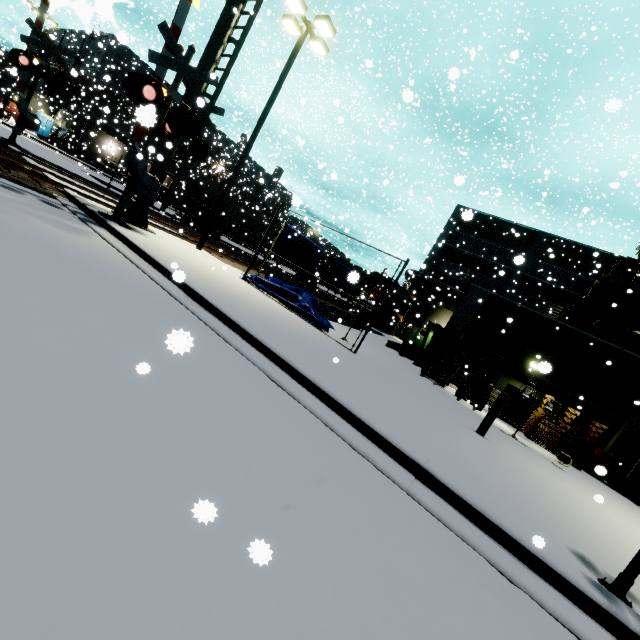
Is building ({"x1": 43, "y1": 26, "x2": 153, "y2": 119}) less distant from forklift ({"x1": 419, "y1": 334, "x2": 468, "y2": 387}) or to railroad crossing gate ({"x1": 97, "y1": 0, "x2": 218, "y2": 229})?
forklift ({"x1": 419, "y1": 334, "x2": 468, "y2": 387})

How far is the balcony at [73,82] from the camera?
35.7 meters

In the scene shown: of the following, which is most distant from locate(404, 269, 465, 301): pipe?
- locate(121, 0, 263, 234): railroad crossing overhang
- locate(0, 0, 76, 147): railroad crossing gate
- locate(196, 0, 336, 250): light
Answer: locate(0, 0, 76, 147): railroad crossing gate

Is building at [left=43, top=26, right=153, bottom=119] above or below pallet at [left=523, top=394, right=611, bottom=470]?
above

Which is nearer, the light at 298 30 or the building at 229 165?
the light at 298 30

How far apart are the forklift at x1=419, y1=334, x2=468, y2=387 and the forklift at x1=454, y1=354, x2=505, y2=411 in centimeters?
52cm

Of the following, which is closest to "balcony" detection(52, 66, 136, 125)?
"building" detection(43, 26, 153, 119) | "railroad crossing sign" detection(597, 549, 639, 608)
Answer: "building" detection(43, 26, 153, 119)

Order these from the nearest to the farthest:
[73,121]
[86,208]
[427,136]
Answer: [86,208] → [73,121] → [427,136]
